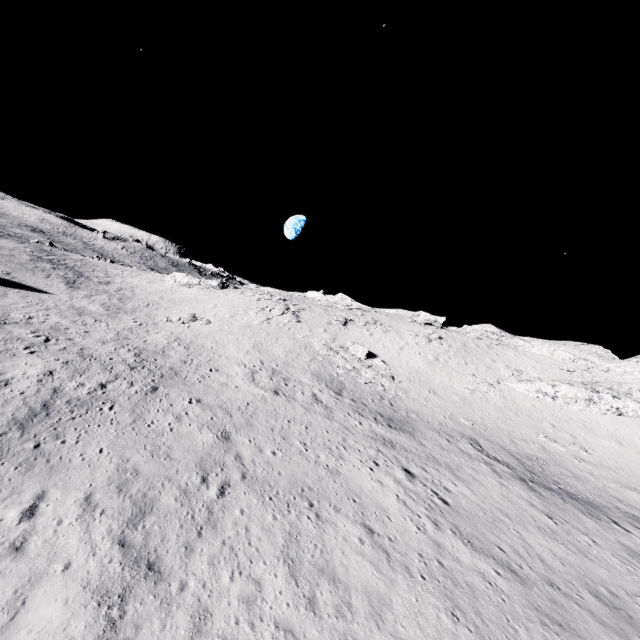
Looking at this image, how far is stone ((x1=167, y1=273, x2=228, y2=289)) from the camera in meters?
57.8

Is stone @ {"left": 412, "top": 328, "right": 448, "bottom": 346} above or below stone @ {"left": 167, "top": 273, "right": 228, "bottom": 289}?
above

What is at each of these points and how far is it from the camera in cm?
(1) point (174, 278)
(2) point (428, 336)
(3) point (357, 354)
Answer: (1) stone, 5884
(2) stone, 4600
(3) stone, 3759

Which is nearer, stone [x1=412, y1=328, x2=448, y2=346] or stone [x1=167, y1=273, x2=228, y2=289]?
stone [x1=412, y1=328, x2=448, y2=346]

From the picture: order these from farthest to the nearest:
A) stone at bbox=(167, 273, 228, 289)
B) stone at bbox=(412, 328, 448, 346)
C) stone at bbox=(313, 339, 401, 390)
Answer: stone at bbox=(167, 273, 228, 289), stone at bbox=(412, 328, 448, 346), stone at bbox=(313, 339, 401, 390)

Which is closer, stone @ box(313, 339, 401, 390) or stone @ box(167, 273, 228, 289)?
stone @ box(313, 339, 401, 390)

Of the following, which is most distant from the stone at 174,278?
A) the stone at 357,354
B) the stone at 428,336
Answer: the stone at 428,336

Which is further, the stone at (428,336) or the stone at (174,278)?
the stone at (174,278)
